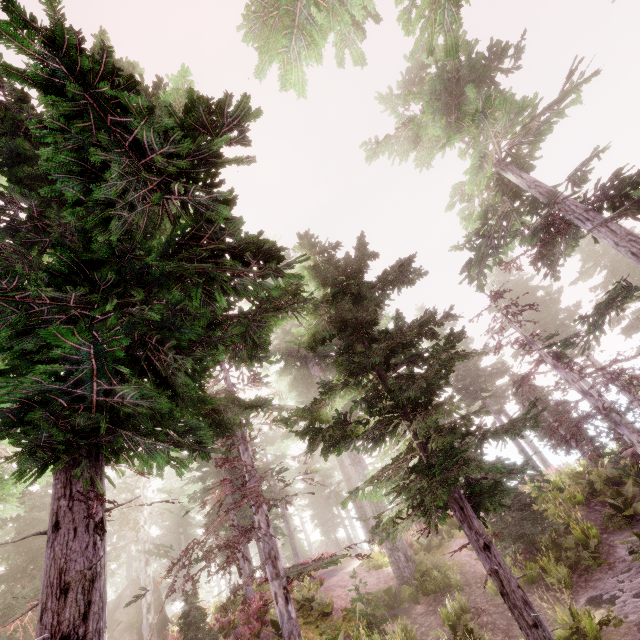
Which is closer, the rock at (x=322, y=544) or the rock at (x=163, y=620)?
the rock at (x=163, y=620)

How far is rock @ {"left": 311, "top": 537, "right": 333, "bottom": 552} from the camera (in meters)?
43.97

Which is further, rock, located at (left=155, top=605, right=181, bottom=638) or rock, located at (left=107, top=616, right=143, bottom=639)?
rock, located at (left=155, top=605, right=181, bottom=638)

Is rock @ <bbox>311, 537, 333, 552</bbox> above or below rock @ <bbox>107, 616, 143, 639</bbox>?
above

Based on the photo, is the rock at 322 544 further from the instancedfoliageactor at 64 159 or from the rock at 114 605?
the rock at 114 605

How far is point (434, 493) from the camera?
4.4m

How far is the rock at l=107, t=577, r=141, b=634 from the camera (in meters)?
20.44

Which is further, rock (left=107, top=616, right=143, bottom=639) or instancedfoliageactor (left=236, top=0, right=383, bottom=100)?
rock (left=107, top=616, right=143, bottom=639)
